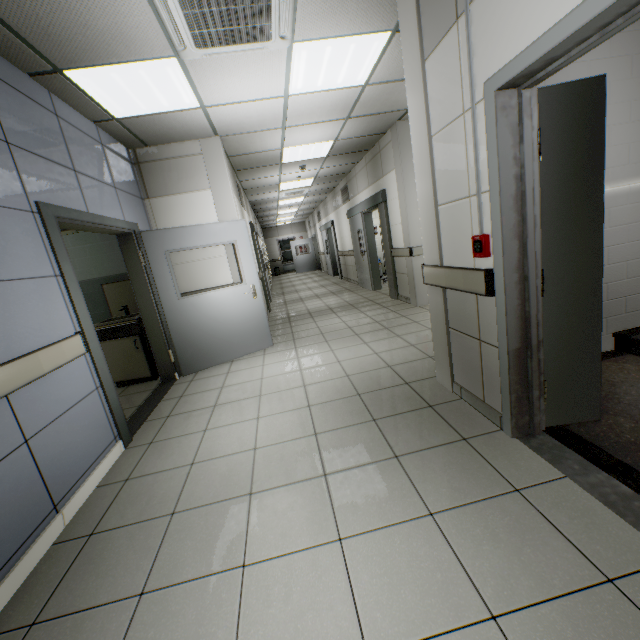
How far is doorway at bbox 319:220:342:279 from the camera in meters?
12.7 m

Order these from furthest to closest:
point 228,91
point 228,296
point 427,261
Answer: point 228,296
point 228,91
point 427,261

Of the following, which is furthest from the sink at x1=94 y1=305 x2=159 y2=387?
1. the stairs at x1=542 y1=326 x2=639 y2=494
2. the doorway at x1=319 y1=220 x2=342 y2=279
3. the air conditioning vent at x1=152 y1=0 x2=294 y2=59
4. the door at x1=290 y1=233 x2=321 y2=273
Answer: the door at x1=290 y1=233 x2=321 y2=273

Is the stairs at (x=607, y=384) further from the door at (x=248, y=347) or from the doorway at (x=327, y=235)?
the doorway at (x=327, y=235)

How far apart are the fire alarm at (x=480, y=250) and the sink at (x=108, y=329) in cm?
429

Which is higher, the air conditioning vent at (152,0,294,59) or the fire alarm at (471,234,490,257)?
the air conditioning vent at (152,0,294,59)

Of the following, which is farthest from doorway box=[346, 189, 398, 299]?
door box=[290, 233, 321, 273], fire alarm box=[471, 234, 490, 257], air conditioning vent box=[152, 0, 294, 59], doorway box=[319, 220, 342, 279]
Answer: door box=[290, 233, 321, 273]

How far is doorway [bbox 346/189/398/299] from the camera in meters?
6.9
